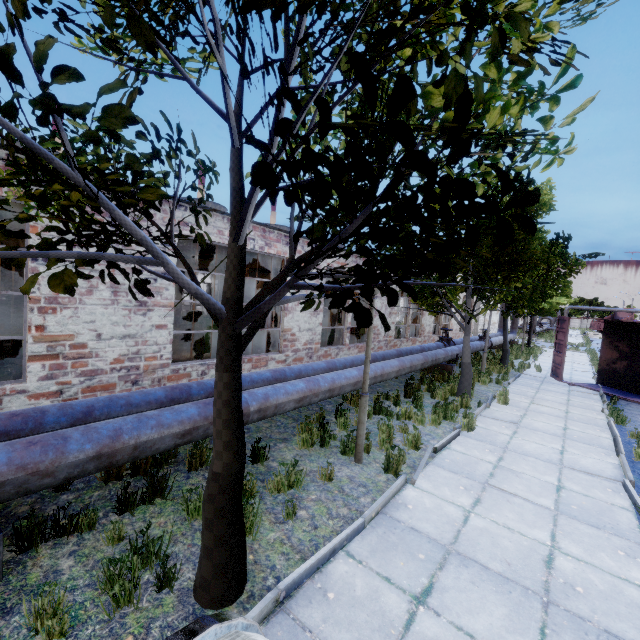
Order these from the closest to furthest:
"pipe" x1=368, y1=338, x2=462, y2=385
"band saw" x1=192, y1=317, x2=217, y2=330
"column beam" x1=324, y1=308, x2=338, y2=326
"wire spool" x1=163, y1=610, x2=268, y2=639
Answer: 1. "wire spool" x1=163, y1=610, x2=268, y2=639
2. "pipe" x1=368, y1=338, x2=462, y2=385
3. "band saw" x1=192, y1=317, x2=217, y2=330
4. "column beam" x1=324, y1=308, x2=338, y2=326

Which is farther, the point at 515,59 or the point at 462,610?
the point at 462,610

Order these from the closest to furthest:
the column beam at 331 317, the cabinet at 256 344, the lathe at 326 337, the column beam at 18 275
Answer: the cabinet at 256 344 → the column beam at 18 275 → the lathe at 326 337 → the column beam at 331 317

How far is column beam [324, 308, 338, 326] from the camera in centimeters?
1769cm

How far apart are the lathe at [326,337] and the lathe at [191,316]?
9.0m

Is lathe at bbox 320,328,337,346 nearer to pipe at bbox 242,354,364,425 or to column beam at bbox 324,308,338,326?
column beam at bbox 324,308,338,326

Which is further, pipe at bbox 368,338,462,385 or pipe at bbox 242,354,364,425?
pipe at bbox 368,338,462,385

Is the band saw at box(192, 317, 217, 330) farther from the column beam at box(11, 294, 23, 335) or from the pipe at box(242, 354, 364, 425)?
the pipe at box(242, 354, 364, 425)
